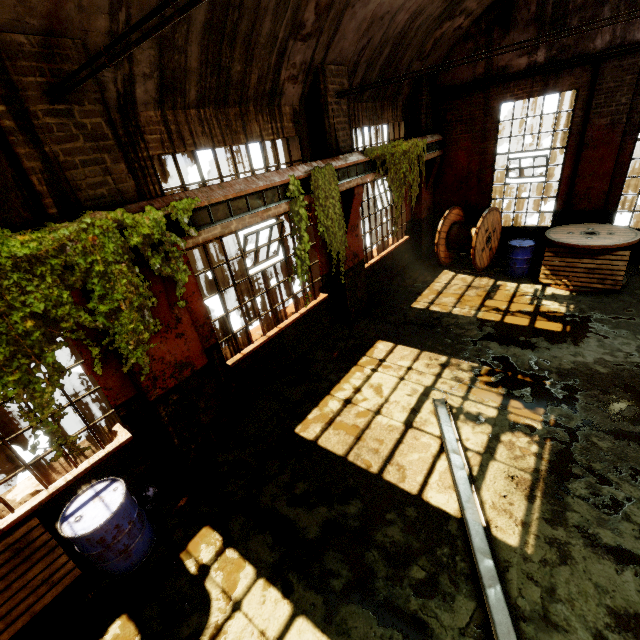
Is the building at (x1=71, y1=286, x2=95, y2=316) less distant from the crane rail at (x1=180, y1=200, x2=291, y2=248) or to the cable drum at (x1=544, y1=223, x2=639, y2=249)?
the crane rail at (x1=180, y1=200, x2=291, y2=248)

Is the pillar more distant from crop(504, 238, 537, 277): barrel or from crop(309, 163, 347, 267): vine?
crop(309, 163, 347, 267): vine

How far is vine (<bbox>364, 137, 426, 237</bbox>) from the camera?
7.5 meters

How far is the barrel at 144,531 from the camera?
3.6m

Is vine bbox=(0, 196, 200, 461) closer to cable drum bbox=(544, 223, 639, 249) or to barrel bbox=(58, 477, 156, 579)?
barrel bbox=(58, 477, 156, 579)

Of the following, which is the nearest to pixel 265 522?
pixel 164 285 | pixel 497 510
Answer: pixel 497 510

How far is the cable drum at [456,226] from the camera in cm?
945

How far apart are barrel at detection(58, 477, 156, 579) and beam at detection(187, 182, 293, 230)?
3.03m
